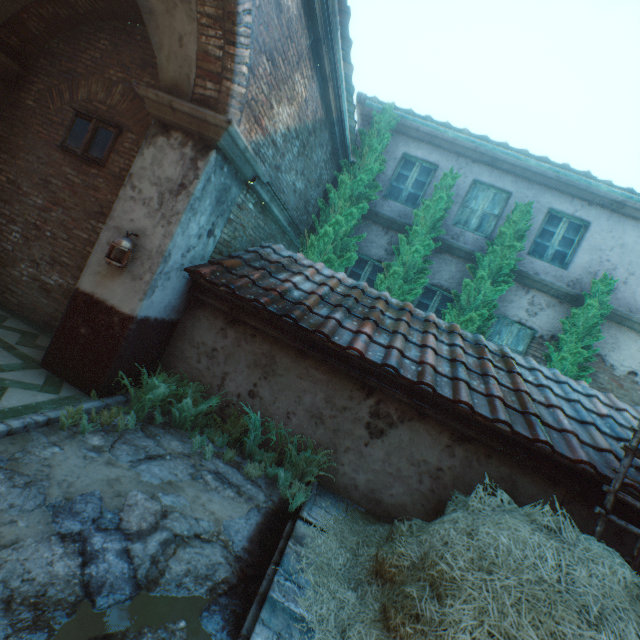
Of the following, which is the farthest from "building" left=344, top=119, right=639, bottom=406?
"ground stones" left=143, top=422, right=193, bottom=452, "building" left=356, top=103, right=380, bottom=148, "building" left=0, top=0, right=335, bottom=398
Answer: "ground stones" left=143, top=422, right=193, bottom=452

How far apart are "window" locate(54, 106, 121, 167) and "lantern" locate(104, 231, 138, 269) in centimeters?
233cm

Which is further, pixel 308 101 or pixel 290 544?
pixel 308 101

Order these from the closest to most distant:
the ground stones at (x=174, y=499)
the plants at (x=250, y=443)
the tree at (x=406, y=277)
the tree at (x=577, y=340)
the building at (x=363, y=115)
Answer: the ground stones at (x=174, y=499)
the plants at (x=250, y=443)
the tree at (x=577, y=340)
the tree at (x=406, y=277)
the building at (x=363, y=115)

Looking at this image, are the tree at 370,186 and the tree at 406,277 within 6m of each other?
yes

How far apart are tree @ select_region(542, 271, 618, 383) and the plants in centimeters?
634cm

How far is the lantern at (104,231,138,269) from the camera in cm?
400

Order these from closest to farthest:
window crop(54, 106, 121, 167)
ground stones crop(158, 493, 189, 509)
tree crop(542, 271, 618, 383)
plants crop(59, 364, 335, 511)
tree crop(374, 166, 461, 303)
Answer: ground stones crop(158, 493, 189, 509)
plants crop(59, 364, 335, 511)
window crop(54, 106, 121, 167)
tree crop(542, 271, 618, 383)
tree crop(374, 166, 461, 303)
